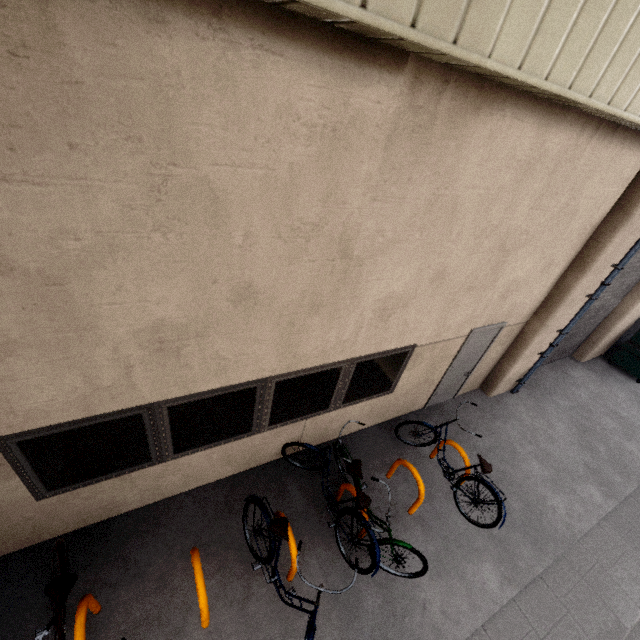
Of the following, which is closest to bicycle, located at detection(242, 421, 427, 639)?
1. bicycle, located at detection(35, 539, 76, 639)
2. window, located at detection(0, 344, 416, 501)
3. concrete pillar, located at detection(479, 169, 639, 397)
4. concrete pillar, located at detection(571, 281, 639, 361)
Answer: window, located at detection(0, 344, 416, 501)

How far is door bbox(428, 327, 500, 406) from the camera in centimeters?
574cm

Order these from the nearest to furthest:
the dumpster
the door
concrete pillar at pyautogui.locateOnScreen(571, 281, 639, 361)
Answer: the door, concrete pillar at pyautogui.locateOnScreen(571, 281, 639, 361), the dumpster

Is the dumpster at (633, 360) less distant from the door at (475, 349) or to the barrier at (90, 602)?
the door at (475, 349)

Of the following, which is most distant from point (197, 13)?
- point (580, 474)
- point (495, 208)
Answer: point (580, 474)

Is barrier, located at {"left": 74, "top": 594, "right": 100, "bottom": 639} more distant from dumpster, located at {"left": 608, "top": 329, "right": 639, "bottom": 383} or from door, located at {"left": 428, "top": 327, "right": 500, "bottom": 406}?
dumpster, located at {"left": 608, "top": 329, "right": 639, "bottom": 383}

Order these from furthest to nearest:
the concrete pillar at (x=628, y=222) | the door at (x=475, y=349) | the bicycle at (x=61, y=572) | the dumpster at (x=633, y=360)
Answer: the dumpster at (x=633, y=360) < the door at (x=475, y=349) < the concrete pillar at (x=628, y=222) < the bicycle at (x=61, y=572)

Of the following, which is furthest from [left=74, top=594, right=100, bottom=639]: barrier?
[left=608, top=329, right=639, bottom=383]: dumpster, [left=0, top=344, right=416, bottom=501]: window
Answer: [left=608, top=329, right=639, bottom=383]: dumpster
